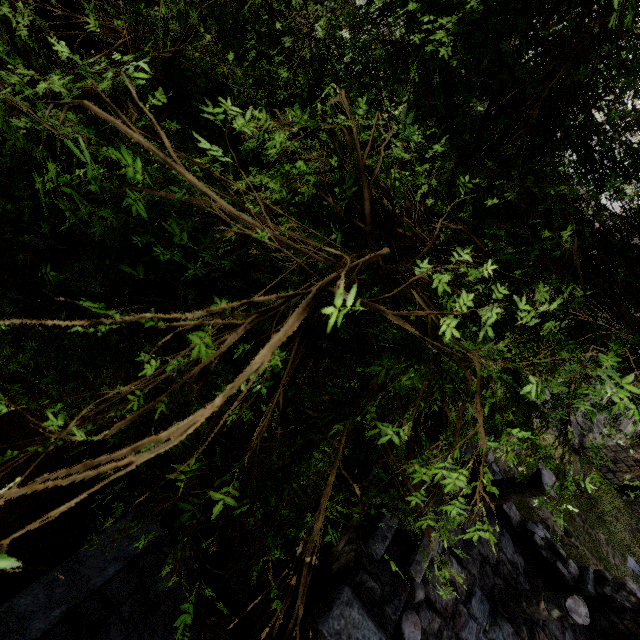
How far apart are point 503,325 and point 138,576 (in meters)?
7.78

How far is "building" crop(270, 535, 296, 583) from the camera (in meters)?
5.06

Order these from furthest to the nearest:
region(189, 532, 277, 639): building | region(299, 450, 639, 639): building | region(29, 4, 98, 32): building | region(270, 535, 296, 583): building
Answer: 1. region(29, 4, 98, 32): building
2. region(270, 535, 296, 583): building
3. region(189, 532, 277, 639): building
4. region(299, 450, 639, 639): building

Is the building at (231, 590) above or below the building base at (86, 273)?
above

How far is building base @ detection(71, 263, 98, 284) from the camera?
9.66m

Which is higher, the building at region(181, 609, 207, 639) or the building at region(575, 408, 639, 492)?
the building at region(181, 609, 207, 639)

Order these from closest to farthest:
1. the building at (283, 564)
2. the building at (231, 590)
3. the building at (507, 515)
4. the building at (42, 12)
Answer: the building at (507, 515)
the building at (231, 590)
the building at (283, 564)
the building at (42, 12)

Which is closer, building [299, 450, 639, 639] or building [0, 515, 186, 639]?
building [299, 450, 639, 639]
